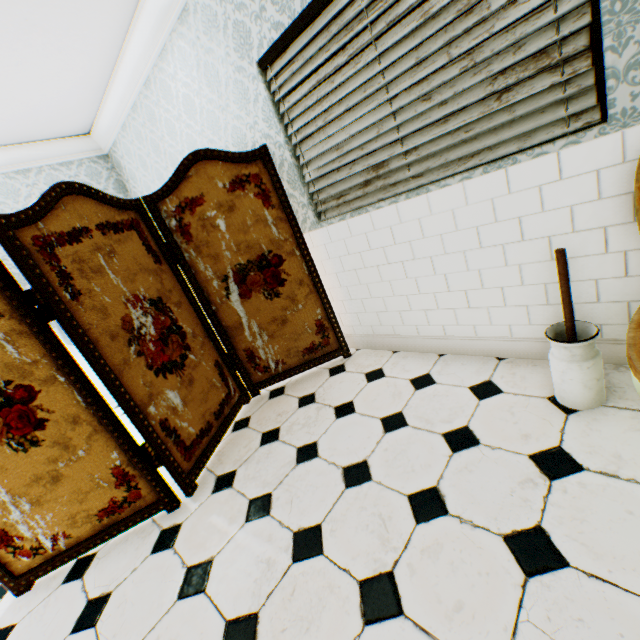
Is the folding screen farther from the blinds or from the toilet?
the toilet

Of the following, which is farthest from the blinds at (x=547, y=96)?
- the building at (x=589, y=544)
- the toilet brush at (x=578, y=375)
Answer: the toilet brush at (x=578, y=375)

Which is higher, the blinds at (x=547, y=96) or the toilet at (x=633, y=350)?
the blinds at (x=547, y=96)

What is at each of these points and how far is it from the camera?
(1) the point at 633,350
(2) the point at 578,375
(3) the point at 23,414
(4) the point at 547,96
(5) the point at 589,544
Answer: (1) toilet, 1.05m
(2) toilet brush, 1.50m
(3) folding screen, 1.68m
(4) blinds, 1.42m
(5) building, 1.10m

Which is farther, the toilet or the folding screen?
the folding screen

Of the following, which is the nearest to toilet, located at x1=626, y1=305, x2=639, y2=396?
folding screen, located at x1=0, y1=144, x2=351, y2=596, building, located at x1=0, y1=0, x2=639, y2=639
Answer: building, located at x1=0, y1=0, x2=639, y2=639

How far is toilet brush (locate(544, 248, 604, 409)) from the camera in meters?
1.4 m

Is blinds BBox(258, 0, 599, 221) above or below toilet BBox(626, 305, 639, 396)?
above
